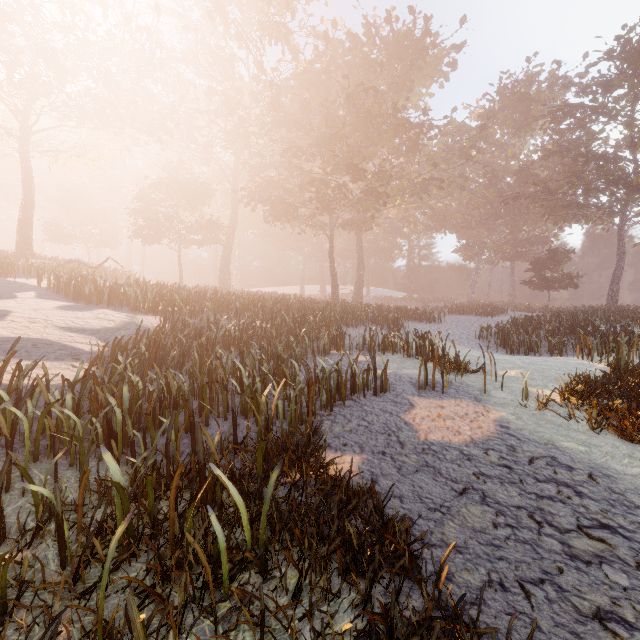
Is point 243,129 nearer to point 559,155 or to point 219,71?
point 219,71
